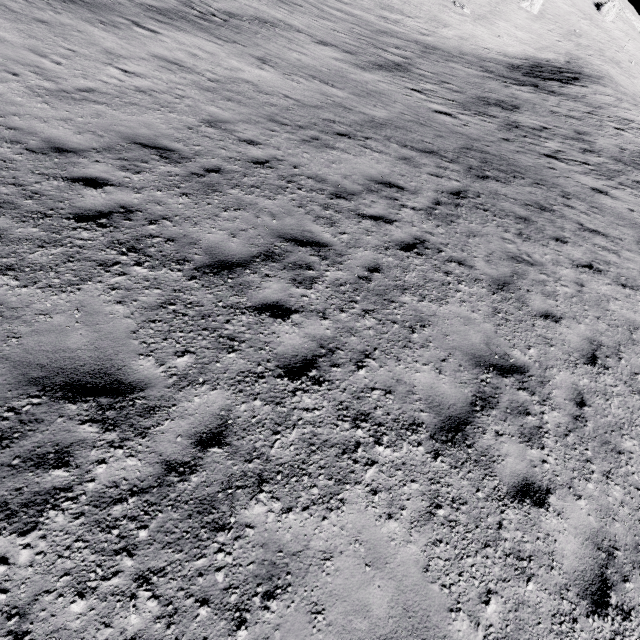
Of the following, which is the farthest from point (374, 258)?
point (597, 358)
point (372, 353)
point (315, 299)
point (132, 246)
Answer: point (597, 358)
